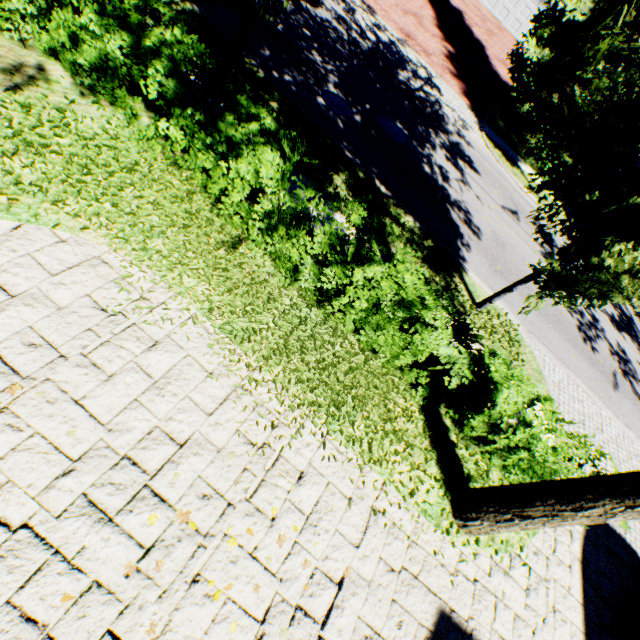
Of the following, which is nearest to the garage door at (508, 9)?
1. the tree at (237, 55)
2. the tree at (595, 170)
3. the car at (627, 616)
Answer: the tree at (595, 170)

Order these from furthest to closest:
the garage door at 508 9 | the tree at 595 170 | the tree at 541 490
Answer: the garage door at 508 9, the tree at 595 170, the tree at 541 490

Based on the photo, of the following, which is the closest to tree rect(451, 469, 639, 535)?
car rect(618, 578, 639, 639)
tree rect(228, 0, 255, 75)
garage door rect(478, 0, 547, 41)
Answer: tree rect(228, 0, 255, 75)

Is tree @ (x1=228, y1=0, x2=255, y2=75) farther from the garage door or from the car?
the garage door

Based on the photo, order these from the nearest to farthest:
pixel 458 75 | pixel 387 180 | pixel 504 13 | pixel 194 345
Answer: pixel 194 345, pixel 387 180, pixel 458 75, pixel 504 13

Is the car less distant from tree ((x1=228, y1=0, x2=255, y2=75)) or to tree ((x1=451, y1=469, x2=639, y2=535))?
tree ((x1=451, y1=469, x2=639, y2=535))

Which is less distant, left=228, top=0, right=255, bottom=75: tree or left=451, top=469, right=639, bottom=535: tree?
left=451, top=469, right=639, bottom=535: tree

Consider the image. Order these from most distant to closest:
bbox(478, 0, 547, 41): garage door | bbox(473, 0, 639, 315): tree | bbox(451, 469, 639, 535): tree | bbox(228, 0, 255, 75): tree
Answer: bbox(478, 0, 547, 41): garage door, bbox(228, 0, 255, 75): tree, bbox(473, 0, 639, 315): tree, bbox(451, 469, 639, 535): tree
